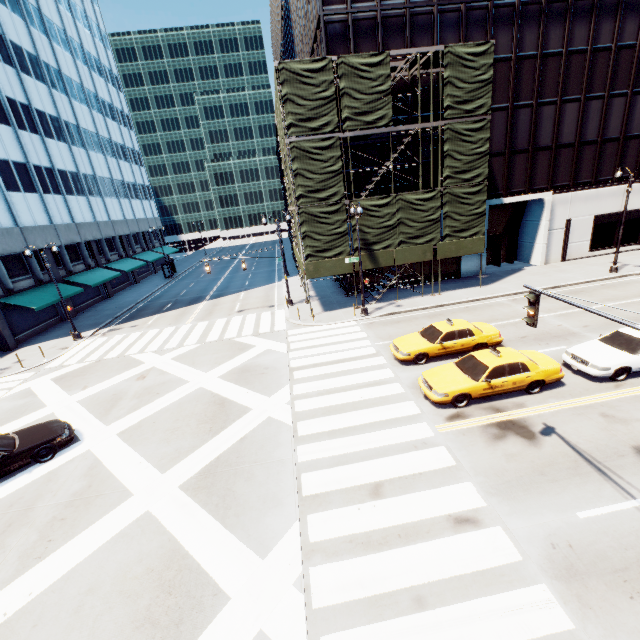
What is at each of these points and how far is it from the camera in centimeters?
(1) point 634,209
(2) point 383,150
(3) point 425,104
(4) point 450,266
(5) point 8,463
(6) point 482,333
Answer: (1) building, 2830cm
(2) building, 2436cm
(3) building, 2372cm
(4) building, 2812cm
(5) vehicle, 1127cm
(6) vehicle, 1542cm

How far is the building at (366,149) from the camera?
24.0 meters

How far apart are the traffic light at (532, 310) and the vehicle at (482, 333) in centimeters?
438cm

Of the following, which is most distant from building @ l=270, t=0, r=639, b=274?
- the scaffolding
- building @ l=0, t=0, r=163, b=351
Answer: building @ l=0, t=0, r=163, b=351

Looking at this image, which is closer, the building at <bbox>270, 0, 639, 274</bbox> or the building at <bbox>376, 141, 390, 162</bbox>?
the building at <bbox>270, 0, 639, 274</bbox>

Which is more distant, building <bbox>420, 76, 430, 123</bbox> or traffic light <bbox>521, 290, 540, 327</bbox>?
building <bbox>420, 76, 430, 123</bbox>

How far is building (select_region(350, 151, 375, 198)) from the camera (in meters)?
24.30
